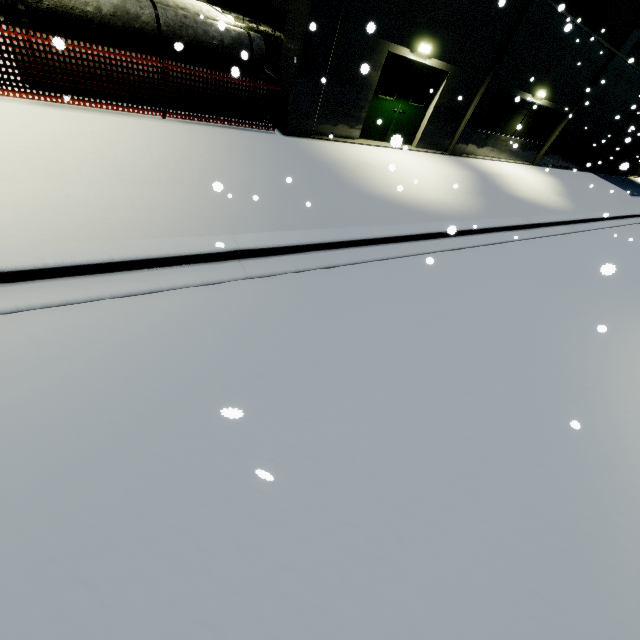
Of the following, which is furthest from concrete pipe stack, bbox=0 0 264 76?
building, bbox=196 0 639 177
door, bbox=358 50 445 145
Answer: door, bbox=358 50 445 145

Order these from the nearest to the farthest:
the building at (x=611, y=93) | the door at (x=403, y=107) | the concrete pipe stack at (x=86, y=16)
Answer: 1. the concrete pipe stack at (x=86, y=16)
2. the building at (x=611, y=93)
3. the door at (x=403, y=107)

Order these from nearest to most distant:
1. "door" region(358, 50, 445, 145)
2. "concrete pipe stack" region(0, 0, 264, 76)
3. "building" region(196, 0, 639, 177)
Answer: "concrete pipe stack" region(0, 0, 264, 76), "building" region(196, 0, 639, 177), "door" region(358, 50, 445, 145)

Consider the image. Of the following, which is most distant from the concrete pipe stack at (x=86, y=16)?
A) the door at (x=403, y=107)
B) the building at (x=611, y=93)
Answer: the door at (x=403, y=107)

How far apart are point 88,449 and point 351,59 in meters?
11.0

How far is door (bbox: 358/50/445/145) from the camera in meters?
10.1

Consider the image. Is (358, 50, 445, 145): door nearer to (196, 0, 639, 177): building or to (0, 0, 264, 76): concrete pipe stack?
(196, 0, 639, 177): building
